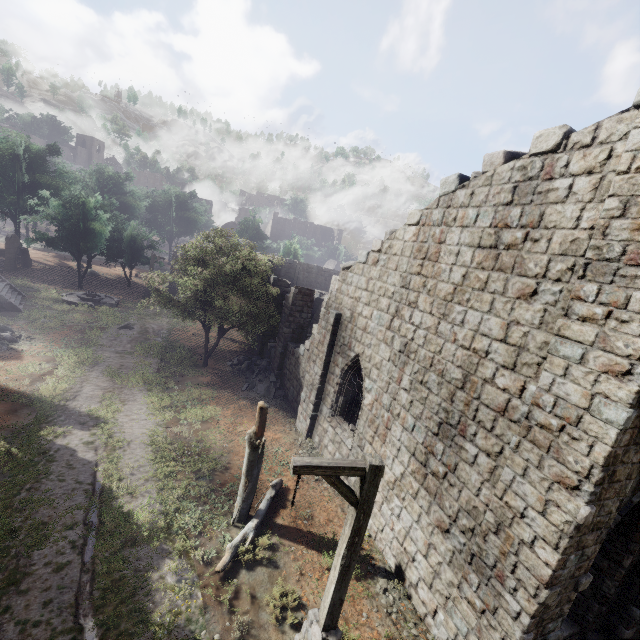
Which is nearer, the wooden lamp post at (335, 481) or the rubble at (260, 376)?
the wooden lamp post at (335, 481)

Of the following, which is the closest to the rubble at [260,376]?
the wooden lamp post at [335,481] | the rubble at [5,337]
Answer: the wooden lamp post at [335,481]

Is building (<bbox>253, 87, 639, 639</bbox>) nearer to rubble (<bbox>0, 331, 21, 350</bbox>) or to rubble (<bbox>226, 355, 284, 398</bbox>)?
rubble (<bbox>226, 355, 284, 398</bbox>)

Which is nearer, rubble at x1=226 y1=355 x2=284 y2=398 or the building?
the building

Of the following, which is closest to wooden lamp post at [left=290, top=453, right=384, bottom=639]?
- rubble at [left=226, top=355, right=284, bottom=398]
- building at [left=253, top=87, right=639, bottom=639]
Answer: building at [left=253, top=87, right=639, bottom=639]

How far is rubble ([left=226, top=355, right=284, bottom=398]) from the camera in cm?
1809

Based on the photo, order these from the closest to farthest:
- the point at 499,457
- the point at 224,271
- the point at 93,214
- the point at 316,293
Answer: the point at 499,457 < the point at 224,271 < the point at 316,293 < the point at 93,214
